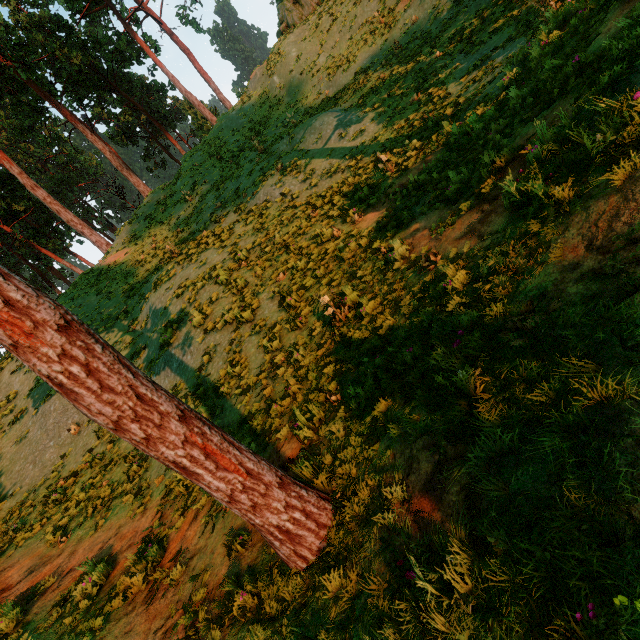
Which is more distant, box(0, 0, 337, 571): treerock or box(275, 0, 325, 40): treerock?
box(275, 0, 325, 40): treerock

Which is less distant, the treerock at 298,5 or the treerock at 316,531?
the treerock at 316,531

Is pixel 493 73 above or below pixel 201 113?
below
